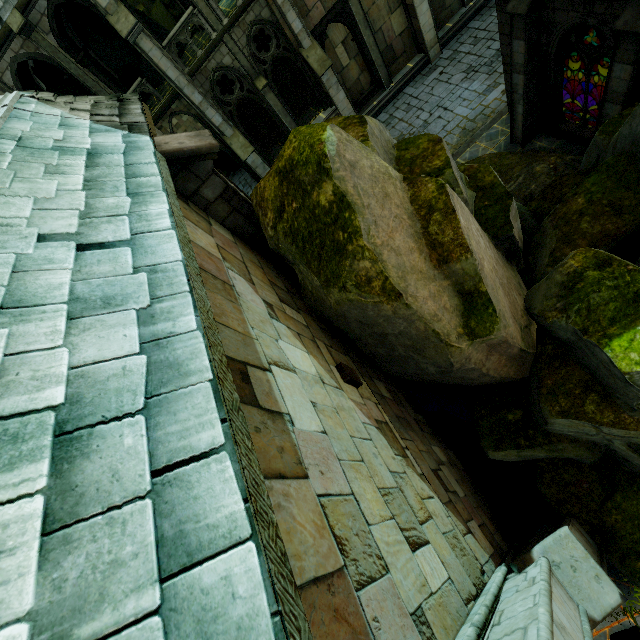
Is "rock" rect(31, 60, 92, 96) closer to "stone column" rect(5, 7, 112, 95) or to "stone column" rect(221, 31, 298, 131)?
"stone column" rect(5, 7, 112, 95)

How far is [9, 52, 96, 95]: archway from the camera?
13.6m

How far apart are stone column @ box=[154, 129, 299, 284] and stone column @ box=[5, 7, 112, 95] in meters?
14.3

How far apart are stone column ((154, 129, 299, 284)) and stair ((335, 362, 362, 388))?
2.93m

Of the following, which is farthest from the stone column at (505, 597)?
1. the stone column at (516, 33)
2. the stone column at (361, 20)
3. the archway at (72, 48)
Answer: the stone column at (361, 20)

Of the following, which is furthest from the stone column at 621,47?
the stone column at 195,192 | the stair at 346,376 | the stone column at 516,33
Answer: the stair at 346,376

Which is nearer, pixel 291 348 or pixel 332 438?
pixel 332 438

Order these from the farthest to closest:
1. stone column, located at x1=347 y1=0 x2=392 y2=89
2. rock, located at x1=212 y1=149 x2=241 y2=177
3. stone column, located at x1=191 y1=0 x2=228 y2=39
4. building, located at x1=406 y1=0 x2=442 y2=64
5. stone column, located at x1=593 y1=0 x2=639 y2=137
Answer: rock, located at x1=212 y1=149 x2=241 y2=177 → building, located at x1=406 y1=0 x2=442 y2=64 → stone column, located at x1=347 y1=0 x2=392 y2=89 → stone column, located at x1=191 y1=0 x2=228 y2=39 → stone column, located at x1=593 y1=0 x2=639 y2=137
